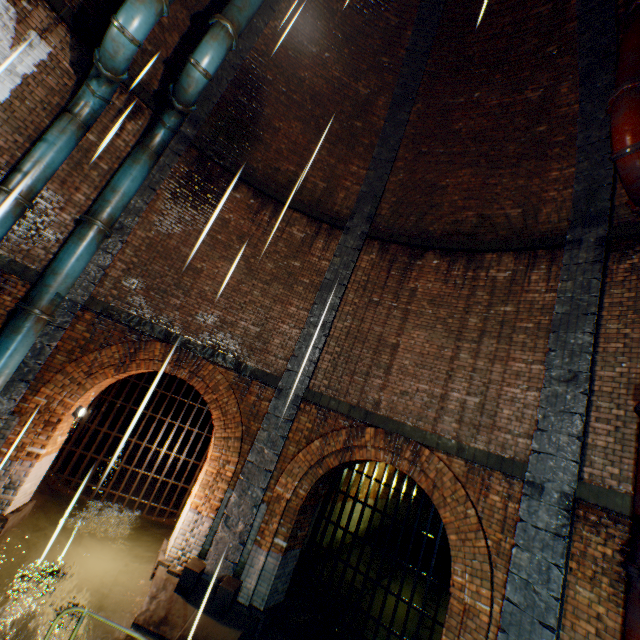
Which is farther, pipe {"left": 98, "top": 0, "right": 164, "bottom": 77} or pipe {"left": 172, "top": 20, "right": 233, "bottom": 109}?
pipe {"left": 172, "top": 20, "right": 233, "bottom": 109}

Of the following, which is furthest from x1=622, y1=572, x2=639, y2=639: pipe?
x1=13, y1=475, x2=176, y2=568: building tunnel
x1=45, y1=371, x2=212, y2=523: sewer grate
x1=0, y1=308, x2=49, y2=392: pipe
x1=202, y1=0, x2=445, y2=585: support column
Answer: x1=0, y1=308, x2=49, y2=392: pipe

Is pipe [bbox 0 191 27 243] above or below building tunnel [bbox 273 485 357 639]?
above

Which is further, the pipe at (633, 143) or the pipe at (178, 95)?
the pipe at (178, 95)

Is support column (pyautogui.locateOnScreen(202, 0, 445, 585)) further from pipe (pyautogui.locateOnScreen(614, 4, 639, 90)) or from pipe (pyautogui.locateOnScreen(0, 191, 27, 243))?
pipe (pyautogui.locateOnScreen(0, 191, 27, 243))

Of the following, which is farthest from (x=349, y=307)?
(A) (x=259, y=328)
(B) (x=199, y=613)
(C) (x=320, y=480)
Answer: (B) (x=199, y=613)

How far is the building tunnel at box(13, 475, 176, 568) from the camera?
7.1 meters

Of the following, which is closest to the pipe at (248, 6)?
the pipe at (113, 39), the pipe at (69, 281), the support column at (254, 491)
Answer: the pipe at (113, 39)
